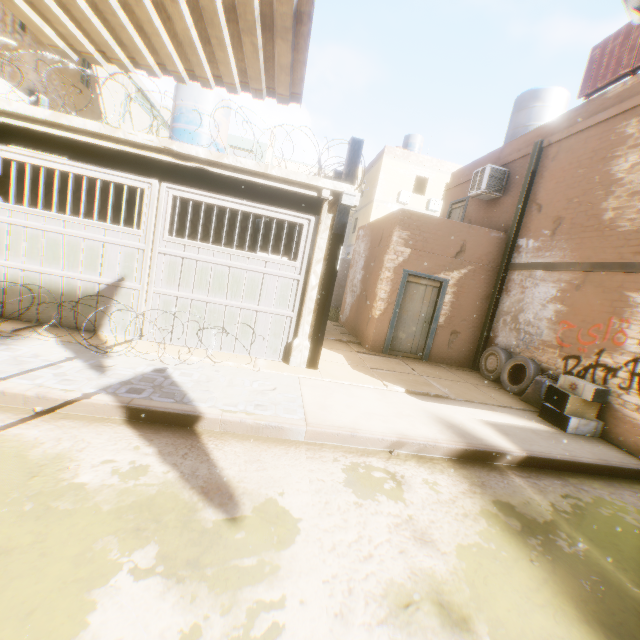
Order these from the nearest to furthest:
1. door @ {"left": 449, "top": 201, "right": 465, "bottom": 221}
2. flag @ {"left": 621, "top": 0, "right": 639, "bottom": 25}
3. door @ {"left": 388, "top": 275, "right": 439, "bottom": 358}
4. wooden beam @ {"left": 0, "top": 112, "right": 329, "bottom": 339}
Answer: flag @ {"left": 621, "top": 0, "right": 639, "bottom": 25}
wooden beam @ {"left": 0, "top": 112, "right": 329, "bottom": 339}
door @ {"left": 388, "top": 275, "right": 439, "bottom": 358}
door @ {"left": 449, "top": 201, "right": 465, "bottom": 221}

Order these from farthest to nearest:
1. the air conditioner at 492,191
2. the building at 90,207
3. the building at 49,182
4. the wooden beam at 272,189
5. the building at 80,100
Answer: the air conditioner at 492,191
the building at 90,207
the building at 80,100
the building at 49,182
the wooden beam at 272,189

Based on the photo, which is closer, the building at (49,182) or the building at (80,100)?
the building at (49,182)

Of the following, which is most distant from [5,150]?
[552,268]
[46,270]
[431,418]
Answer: [552,268]

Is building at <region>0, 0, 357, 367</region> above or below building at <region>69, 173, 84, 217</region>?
above

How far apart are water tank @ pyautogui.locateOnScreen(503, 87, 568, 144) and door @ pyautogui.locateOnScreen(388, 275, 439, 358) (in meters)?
1.68

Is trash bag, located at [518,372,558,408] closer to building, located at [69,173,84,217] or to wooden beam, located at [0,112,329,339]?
building, located at [69,173,84,217]

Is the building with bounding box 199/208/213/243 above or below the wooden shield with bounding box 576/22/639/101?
below
